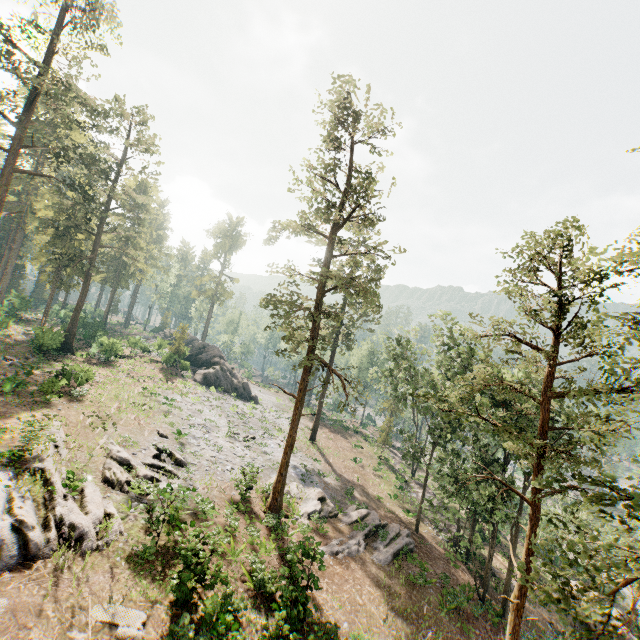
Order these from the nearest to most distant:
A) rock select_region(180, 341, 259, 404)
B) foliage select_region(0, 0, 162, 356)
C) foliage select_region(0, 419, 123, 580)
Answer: foliage select_region(0, 419, 123, 580), foliage select_region(0, 0, 162, 356), rock select_region(180, 341, 259, 404)

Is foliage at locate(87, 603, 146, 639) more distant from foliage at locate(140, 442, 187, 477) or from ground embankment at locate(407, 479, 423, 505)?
ground embankment at locate(407, 479, 423, 505)

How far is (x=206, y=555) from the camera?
15.48m

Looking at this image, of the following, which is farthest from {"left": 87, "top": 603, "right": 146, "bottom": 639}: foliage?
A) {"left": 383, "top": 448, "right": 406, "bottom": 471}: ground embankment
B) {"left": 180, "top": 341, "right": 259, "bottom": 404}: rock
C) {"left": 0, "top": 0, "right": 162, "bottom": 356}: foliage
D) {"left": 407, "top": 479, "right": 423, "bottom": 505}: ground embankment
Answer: {"left": 383, "top": 448, "right": 406, "bottom": 471}: ground embankment

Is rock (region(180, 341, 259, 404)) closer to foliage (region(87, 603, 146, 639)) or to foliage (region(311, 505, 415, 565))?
foliage (region(311, 505, 415, 565))

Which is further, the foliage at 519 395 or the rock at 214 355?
the rock at 214 355

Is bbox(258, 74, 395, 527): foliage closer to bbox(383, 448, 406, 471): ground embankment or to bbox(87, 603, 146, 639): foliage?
bbox(383, 448, 406, 471): ground embankment

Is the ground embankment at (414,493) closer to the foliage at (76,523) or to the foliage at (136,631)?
the foliage at (76,523)
